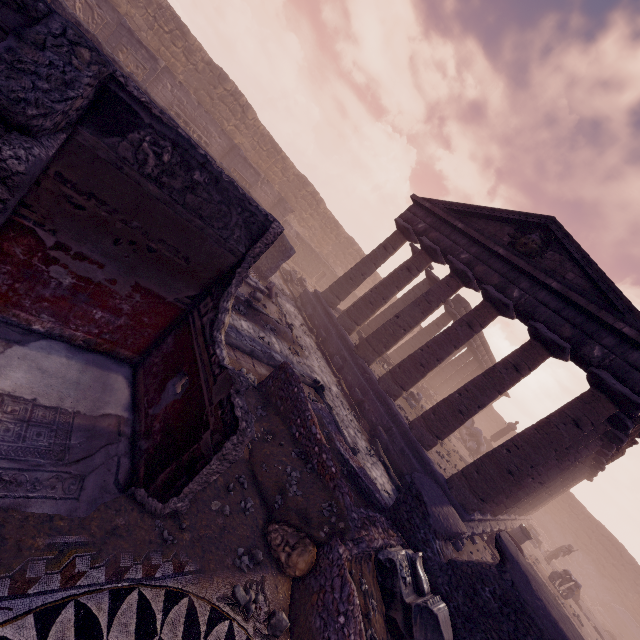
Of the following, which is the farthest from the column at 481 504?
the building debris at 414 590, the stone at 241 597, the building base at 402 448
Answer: the stone at 241 597

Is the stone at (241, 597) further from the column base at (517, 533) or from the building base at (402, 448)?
the column base at (517, 533)

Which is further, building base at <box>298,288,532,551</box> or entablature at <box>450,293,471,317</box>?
entablature at <box>450,293,471,317</box>

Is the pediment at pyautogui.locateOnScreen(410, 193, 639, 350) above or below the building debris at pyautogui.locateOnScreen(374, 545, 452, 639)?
above

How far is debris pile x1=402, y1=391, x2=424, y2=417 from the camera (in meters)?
15.43

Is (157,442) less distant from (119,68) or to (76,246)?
(76,246)

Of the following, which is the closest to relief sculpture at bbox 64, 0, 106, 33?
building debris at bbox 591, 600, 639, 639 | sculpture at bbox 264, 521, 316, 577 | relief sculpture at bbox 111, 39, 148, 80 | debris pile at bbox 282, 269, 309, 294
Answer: relief sculpture at bbox 111, 39, 148, 80

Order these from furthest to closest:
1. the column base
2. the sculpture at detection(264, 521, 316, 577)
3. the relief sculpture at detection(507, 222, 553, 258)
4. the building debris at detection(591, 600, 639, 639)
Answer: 1. the building debris at detection(591, 600, 639, 639)
2. the column base
3. the relief sculpture at detection(507, 222, 553, 258)
4. the sculpture at detection(264, 521, 316, 577)
